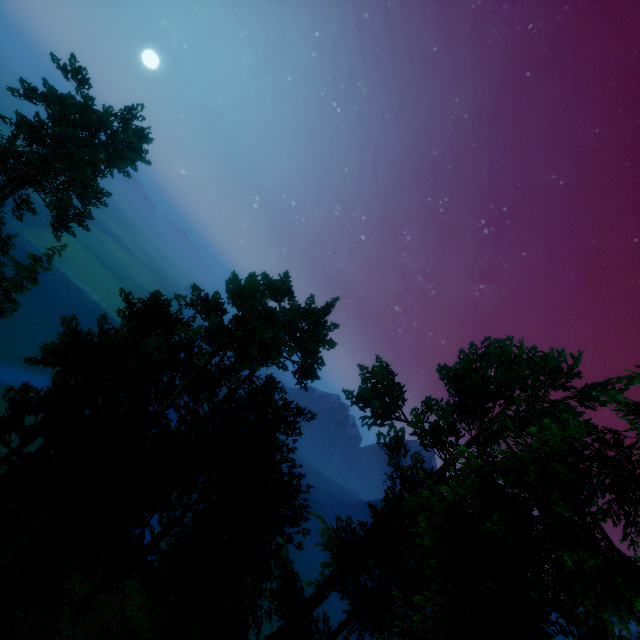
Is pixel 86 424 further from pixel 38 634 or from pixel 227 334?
pixel 38 634

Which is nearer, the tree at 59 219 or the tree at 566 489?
the tree at 566 489

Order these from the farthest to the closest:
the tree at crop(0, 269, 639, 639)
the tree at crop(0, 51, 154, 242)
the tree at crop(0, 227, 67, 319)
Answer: the tree at crop(0, 227, 67, 319) < the tree at crop(0, 51, 154, 242) < the tree at crop(0, 269, 639, 639)

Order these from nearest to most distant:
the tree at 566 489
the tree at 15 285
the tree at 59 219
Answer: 1. the tree at 566 489
2. the tree at 59 219
3. the tree at 15 285

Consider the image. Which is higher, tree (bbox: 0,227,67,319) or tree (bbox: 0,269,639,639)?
tree (bbox: 0,269,639,639)

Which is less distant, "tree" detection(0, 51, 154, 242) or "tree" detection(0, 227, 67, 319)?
"tree" detection(0, 51, 154, 242)
